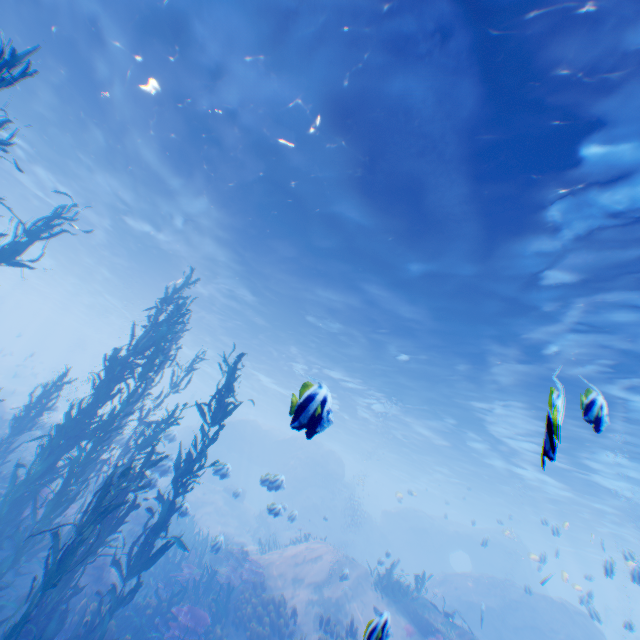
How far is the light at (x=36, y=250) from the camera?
27.0 meters

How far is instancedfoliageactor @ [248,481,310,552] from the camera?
16.0m

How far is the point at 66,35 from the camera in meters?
9.1 m

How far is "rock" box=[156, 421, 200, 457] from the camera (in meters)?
14.45

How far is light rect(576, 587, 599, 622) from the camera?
11.76m

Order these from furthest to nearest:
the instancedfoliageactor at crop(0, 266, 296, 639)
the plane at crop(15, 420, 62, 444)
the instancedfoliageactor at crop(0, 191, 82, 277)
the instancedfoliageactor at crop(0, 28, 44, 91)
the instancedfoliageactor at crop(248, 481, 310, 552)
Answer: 1. the instancedfoliageactor at crop(248, 481, 310, 552)
2. the plane at crop(15, 420, 62, 444)
3. the instancedfoliageactor at crop(0, 191, 82, 277)
4. the instancedfoliageactor at crop(0, 266, 296, 639)
5. the instancedfoliageactor at crop(0, 28, 44, 91)

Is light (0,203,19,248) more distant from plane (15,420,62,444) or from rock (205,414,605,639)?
plane (15,420,62,444)

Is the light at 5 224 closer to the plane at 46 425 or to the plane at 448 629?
the plane at 448 629
